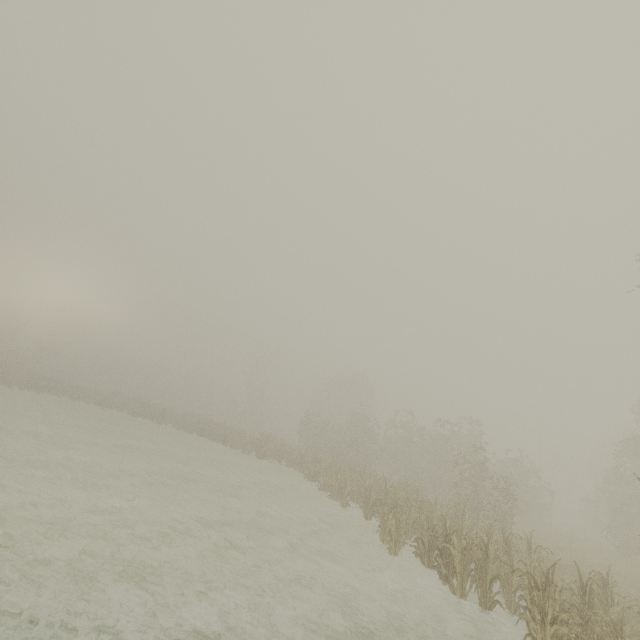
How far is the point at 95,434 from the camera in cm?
2072

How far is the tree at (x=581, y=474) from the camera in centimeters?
4524cm

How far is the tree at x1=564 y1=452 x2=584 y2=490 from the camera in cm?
4524
